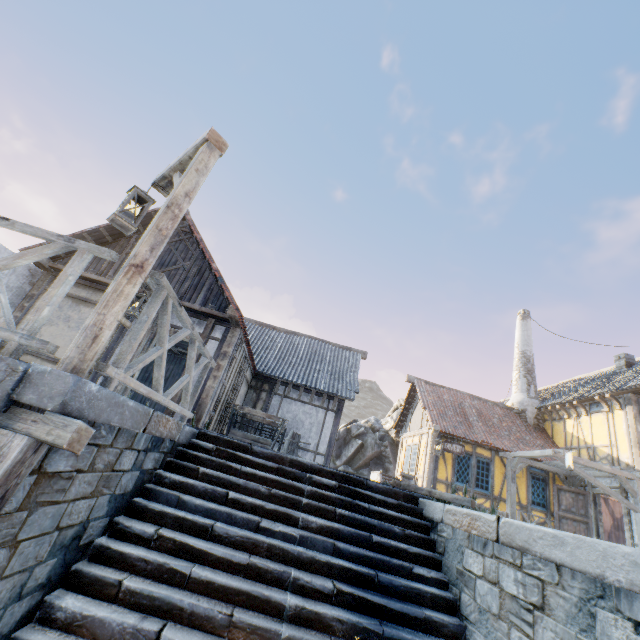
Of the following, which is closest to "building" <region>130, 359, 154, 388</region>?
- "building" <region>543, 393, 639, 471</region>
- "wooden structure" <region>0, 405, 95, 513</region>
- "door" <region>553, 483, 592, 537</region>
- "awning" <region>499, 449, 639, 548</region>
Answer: "wooden structure" <region>0, 405, 95, 513</region>

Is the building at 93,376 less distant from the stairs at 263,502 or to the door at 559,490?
the stairs at 263,502

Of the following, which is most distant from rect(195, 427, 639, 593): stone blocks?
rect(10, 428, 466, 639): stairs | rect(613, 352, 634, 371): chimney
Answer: rect(613, 352, 634, 371): chimney

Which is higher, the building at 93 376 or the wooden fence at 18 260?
the building at 93 376

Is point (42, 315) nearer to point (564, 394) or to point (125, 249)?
point (125, 249)

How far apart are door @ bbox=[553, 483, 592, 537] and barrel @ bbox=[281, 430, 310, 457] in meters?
10.4 m

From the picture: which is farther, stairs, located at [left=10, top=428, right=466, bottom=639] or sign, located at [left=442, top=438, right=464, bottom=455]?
sign, located at [left=442, top=438, right=464, bottom=455]

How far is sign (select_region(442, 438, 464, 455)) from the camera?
13.4 meters
